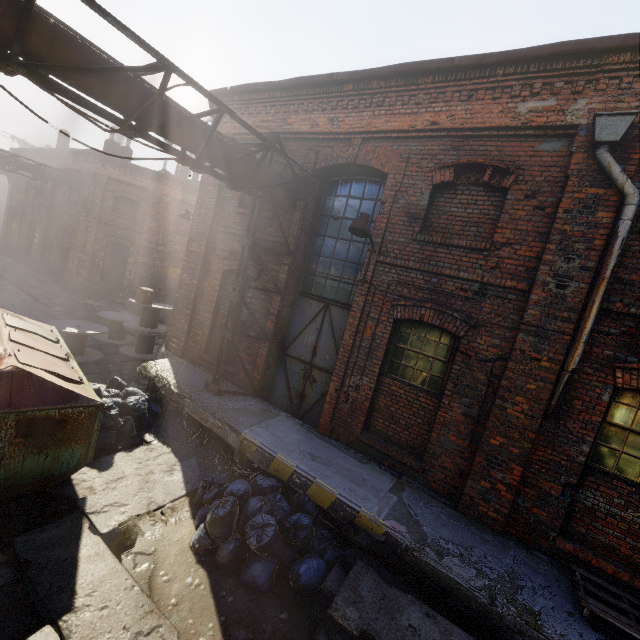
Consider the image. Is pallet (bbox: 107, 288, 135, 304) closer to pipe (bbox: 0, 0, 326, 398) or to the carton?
the carton

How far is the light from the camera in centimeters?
574cm

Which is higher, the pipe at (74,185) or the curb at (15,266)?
the pipe at (74,185)

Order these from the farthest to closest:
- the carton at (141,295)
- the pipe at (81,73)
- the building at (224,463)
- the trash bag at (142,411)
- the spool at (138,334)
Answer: the carton at (141,295) → the spool at (138,334) → the trash bag at (142,411) → the building at (224,463) → the pipe at (81,73)

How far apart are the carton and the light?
7.8m

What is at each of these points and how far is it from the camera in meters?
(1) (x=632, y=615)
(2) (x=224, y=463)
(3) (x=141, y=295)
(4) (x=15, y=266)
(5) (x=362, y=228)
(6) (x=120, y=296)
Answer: (1) pallet, 4.0 m
(2) building, 6.6 m
(3) carton, 10.9 m
(4) curb, 21.1 m
(5) light, 5.7 m
(6) pallet, 18.8 m

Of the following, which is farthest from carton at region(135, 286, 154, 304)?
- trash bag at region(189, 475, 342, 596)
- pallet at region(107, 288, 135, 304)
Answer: pallet at region(107, 288, 135, 304)

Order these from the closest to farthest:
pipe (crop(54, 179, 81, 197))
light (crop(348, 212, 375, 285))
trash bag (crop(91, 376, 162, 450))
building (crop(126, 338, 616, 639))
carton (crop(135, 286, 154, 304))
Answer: building (crop(126, 338, 616, 639)), light (crop(348, 212, 375, 285)), trash bag (crop(91, 376, 162, 450)), carton (crop(135, 286, 154, 304)), pipe (crop(54, 179, 81, 197))
